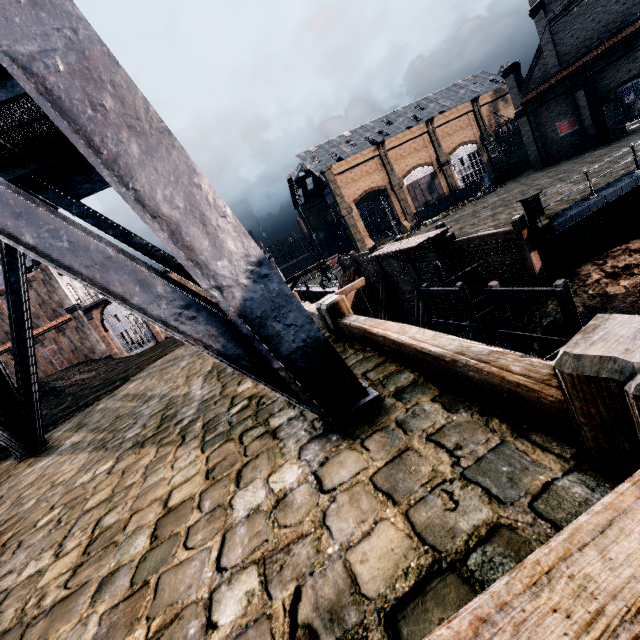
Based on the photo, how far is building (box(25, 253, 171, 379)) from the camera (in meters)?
40.47

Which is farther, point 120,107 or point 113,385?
point 113,385

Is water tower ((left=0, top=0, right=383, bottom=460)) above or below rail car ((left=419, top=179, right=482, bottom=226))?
above

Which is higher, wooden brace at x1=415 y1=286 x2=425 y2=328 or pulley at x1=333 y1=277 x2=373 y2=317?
pulley at x1=333 y1=277 x2=373 y2=317

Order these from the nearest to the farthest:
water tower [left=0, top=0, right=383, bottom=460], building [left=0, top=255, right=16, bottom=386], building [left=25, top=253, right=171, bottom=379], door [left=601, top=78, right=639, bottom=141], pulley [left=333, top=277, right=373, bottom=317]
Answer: water tower [left=0, top=0, right=383, bottom=460], pulley [left=333, top=277, right=373, bottom=317], door [left=601, top=78, right=639, bottom=141], building [left=0, top=255, right=16, bottom=386], building [left=25, top=253, right=171, bottom=379]

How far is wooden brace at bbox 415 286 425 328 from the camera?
23.91m

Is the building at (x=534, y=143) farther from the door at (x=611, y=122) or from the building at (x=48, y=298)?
the building at (x=48, y=298)

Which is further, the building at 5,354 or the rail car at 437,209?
the rail car at 437,209
